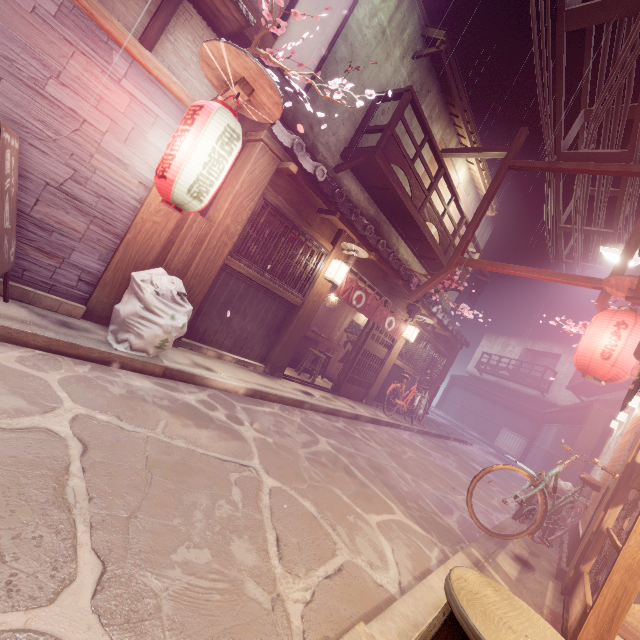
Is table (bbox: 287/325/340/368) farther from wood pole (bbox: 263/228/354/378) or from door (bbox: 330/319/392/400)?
wood pole (bbox: 263/228/354/378)

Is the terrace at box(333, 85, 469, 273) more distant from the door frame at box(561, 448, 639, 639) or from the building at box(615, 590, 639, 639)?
the building at box(615, 590, 639, 639)

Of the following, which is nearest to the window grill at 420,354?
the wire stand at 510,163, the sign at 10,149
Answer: the wire stand at 510,163

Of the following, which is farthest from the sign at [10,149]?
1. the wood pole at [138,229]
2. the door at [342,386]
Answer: the door at [342,386]

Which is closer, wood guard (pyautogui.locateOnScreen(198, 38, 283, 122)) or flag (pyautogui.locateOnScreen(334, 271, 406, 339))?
wood guard (pyautogui.locateOnScreen(198, 38, 283, 122))

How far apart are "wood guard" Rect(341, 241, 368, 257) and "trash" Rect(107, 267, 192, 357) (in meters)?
5.67

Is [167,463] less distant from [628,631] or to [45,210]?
[45,210]

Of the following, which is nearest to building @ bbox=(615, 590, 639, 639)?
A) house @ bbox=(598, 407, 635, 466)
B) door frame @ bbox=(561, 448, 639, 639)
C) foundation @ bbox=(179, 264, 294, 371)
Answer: door frame @ bbox=(561, 448, 639, 639)
